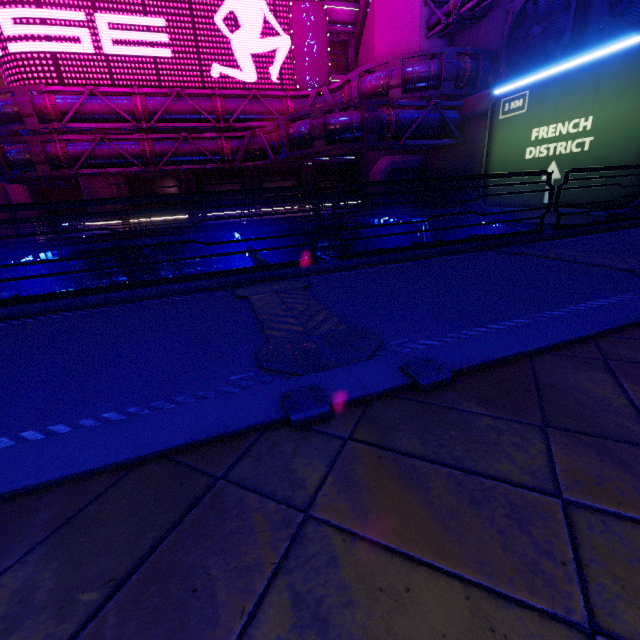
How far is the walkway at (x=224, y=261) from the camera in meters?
16.8

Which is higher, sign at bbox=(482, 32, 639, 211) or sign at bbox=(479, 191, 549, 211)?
sign at bbox=(482, 32, 639, 211)

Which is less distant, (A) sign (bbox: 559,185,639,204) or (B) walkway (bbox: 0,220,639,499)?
(B) walkway (bbox: 0,220,639,499)

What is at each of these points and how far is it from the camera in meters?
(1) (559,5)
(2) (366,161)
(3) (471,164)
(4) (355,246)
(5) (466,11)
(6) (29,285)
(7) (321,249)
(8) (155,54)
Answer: (1) vent, 15.7 m
(2) building, 27.8 m
(3) wall arch, 19.3 m
(4) walkway, 20.7 m
(5) pipe, 19.4 m
(6) walkway, 14.5 m
(7) walkway, 20.0 m
(8) sign, 21.3 m

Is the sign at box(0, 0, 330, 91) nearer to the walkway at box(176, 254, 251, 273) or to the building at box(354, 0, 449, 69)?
the building at box(354, 0, 449, 69)

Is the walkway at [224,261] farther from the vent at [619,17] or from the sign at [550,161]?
the vent at [619,17]

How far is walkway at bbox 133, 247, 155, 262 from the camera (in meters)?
15.00

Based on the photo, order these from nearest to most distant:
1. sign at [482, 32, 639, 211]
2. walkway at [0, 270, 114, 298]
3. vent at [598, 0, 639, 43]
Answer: sign at [482, 32, 639, 211], vent at [598, 0, 639, 43], walkway at [0, 270, 114, 298]
